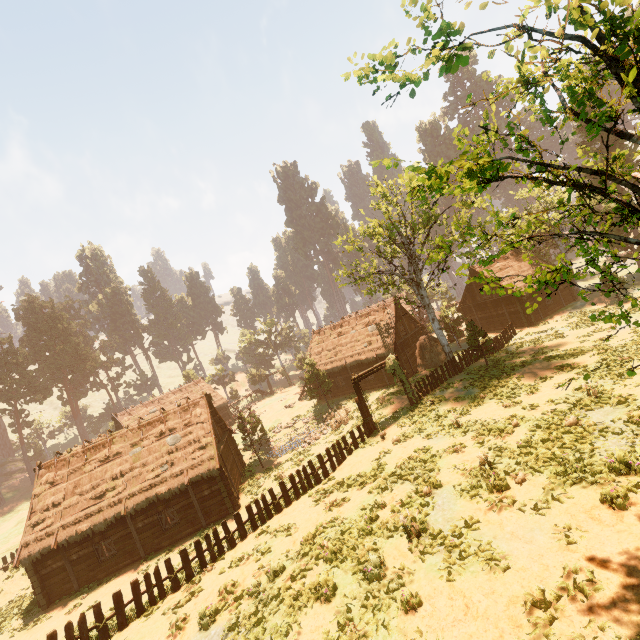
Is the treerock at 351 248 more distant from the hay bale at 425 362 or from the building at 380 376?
the hay bale at 425 362

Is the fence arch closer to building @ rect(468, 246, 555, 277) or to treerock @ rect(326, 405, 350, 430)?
treerock @ rect(326, 405, 350, 430)

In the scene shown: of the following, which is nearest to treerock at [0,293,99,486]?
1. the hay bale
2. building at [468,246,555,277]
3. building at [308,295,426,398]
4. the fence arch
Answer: building at [308,295,426,398]

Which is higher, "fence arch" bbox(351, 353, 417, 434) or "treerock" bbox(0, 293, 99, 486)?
"treerock" bbox(0, 293, 99, 486)

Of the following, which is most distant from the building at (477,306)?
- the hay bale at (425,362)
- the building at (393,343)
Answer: the hay bale at (425,362)

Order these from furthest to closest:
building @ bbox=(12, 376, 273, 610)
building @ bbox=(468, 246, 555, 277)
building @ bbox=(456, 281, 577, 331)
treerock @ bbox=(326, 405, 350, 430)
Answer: building @ bbox=(468, 246, 555, 277) < building @ bbox=(456, 281, 577, 331) < treerock @ bbox=(326, 405, 350, 430) < building @ bbox=(12, 376, 273, 610)

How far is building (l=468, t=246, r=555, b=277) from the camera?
35.56m

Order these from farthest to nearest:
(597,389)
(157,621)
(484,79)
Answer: (597,389) < (157,621) < (484,79)
